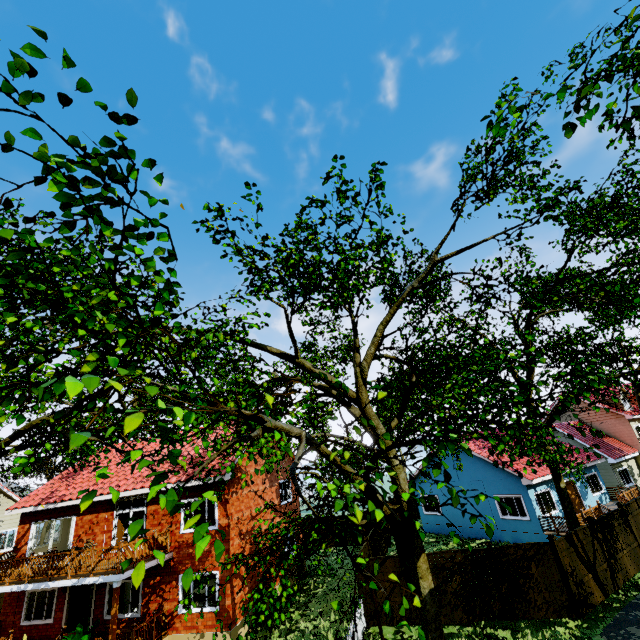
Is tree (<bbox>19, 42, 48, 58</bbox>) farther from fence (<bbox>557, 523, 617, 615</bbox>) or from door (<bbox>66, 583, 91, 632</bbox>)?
door (<bbox>66, 583, 91, 632</bbox>)

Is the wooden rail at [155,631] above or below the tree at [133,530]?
below

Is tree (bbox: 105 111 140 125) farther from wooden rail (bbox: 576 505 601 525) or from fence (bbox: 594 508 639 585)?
wooden rail (bbox: 576 505 601 525)

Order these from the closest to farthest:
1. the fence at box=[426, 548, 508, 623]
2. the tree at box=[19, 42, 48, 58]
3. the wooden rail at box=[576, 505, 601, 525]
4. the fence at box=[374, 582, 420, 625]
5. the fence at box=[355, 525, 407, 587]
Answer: the tree at box=[19, 42, 48, 58] → the fence at box=[426, 548, 508, 623] → the fence at box=[374, 582, 420, 625] → the fence at box=[355, 525, 407, 587] → the wooden rail at box=[576, 505, 601, 525]

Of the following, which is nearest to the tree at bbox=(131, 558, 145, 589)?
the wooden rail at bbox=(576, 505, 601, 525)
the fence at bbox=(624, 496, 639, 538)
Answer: the fence at bbox=(624, 496, 639, 538)

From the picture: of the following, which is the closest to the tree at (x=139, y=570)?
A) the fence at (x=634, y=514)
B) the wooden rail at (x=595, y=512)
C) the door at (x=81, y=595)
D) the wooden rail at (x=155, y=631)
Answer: the fence at (x=634, y=514)

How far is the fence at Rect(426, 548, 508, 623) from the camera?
12.7m

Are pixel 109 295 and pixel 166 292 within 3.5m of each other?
yes
